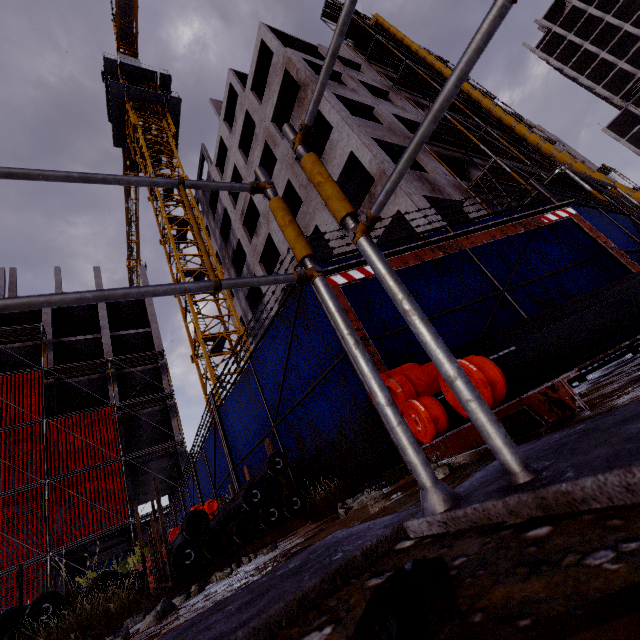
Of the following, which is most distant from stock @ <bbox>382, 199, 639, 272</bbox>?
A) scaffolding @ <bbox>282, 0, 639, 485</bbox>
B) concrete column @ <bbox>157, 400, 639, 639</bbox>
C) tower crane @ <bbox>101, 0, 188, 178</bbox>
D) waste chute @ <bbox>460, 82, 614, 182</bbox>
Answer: tower crane @ <bbox>101, 0, 188, 178</bbox>

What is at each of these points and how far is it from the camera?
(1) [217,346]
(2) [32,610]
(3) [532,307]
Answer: (1) tower crane, 19.19m
(2) pipe, 2.27m
(3) fence, 3.72m

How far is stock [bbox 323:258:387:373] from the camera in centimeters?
278cm

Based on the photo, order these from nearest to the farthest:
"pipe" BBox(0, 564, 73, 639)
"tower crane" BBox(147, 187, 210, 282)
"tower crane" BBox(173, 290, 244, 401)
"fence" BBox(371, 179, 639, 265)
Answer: "pipe" BBox(0, 564, 73, 639)
"fence" BBox(371, 179, 639, 265)
"tower crane" BBox(173, 290, 244, 401)
"tower crane" BBox(147, 187, 210, 282)

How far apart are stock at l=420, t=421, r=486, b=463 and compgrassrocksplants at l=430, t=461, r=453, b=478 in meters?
0.1 m

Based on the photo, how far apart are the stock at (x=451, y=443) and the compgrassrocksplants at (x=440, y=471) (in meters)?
0.14

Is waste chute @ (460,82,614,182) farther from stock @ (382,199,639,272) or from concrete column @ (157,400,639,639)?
concrete column @ (157,400,639,639)

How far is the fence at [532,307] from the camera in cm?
353
